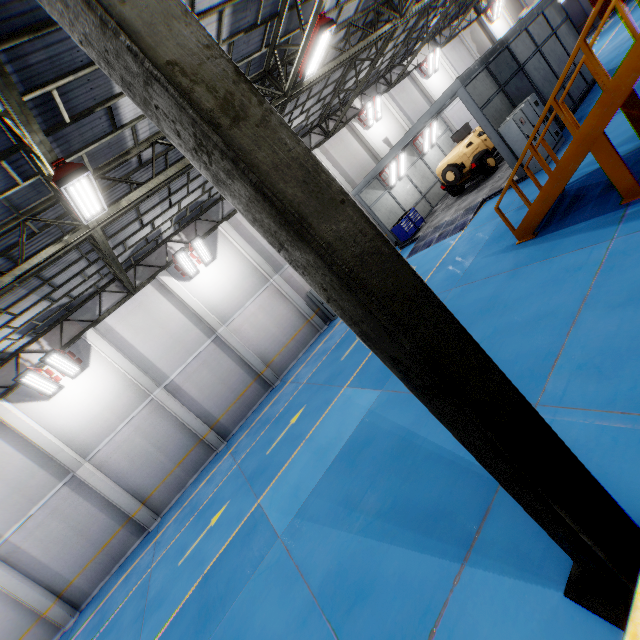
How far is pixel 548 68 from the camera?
14.05m

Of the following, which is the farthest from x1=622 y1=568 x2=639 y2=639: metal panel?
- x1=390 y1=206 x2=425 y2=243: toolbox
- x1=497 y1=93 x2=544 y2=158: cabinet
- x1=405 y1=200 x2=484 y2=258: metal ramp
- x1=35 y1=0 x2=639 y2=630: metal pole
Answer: x1=390 y1=206 x2=425 y2=243: toolbox

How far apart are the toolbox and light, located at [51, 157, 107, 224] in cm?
1462

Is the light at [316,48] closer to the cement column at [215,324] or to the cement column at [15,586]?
the cement column at [215,324]

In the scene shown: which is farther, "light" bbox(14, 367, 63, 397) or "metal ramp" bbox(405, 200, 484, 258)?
"metal ramp" bbox(405, 200, 484, 258)

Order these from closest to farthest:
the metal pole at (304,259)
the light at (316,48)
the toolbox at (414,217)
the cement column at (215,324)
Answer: the metal pole at (304,259) < the light at (316,48) < the cement column at (215,324) < the toolbox at (414,217)

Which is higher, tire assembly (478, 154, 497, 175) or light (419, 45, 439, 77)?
light (419, 45, 439, 77)

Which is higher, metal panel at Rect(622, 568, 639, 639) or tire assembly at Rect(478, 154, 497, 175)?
metal panel at Rect(622, 568, 639, 639)
